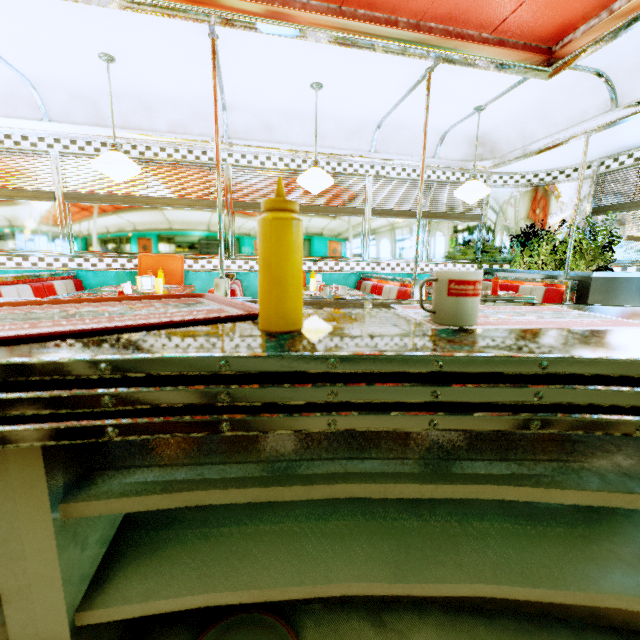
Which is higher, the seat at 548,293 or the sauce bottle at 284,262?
the sauce bottle at 284,262

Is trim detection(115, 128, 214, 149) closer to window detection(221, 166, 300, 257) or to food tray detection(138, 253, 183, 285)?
window detection(221, 166, 300, 257)

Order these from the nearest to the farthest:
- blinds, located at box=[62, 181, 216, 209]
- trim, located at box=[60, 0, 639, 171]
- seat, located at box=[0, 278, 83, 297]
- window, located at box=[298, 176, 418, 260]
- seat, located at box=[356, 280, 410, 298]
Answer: trim, located at box=[60, 0, 639, 171], seat, located at box=[0, 278, 83, 297], seat, located at box=[356, 280, 410, 298], blinds, located at box=[62, 181, 216, 209], window, located at box=[298, 176, 418, 260]

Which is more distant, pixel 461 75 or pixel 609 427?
pixel 461 75

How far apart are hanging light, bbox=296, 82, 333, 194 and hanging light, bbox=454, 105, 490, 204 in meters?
1.6

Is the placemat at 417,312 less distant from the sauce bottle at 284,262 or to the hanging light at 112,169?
the sauce bottle at 284,262

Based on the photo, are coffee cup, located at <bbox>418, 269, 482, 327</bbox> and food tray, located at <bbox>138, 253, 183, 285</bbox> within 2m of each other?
no

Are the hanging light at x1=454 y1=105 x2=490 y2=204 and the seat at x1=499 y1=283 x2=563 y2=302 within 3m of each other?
yes
